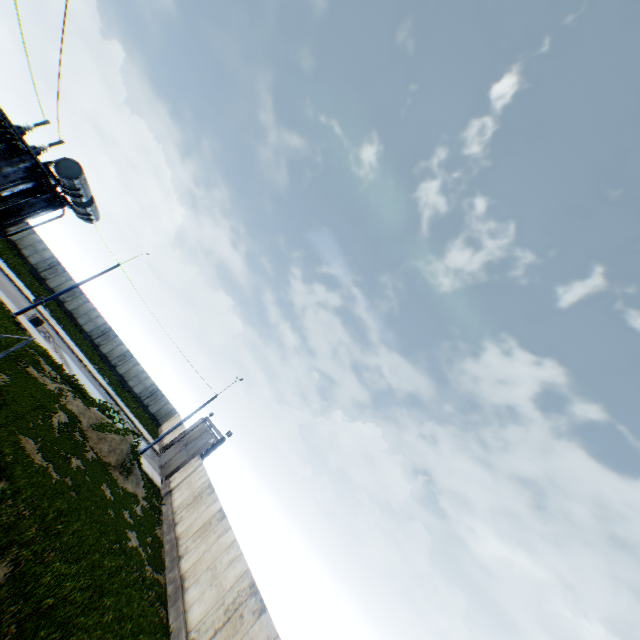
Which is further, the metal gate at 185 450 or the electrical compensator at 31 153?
the metal gate at 185 450

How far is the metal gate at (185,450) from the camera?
29.2m

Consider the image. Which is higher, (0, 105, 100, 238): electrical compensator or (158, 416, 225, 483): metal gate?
(0, 105, 100, 238): electrical compensator

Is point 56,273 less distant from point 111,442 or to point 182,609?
point 111,442

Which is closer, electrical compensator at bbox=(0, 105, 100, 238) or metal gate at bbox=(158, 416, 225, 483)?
electrical compensator at bbox=(0, 105, 100, 238)

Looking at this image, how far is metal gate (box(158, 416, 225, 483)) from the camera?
29.25m
